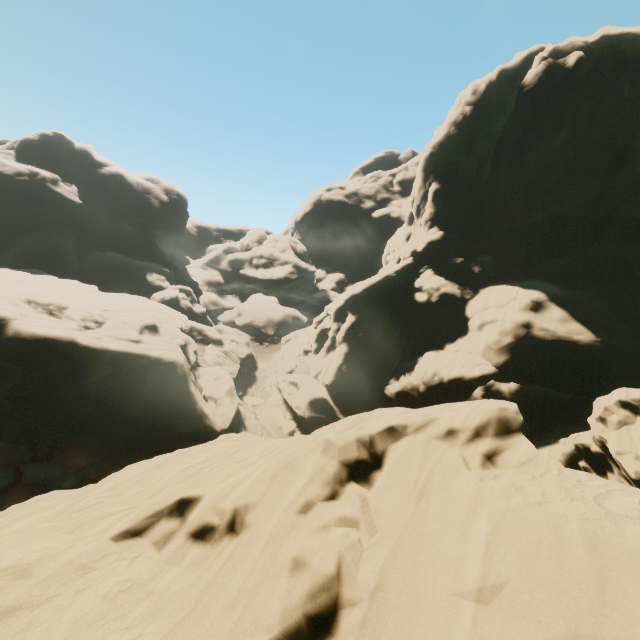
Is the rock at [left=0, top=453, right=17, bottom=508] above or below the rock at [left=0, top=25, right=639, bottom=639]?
below

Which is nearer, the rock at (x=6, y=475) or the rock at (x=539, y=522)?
the rock at (x=539, y=522)

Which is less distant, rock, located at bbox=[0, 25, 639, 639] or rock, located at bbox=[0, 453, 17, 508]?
rock, located at bbox=[0, 25, 639, 639]

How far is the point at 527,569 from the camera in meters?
5.3

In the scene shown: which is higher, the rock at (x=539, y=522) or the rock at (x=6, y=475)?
the rock at (x=539, y=522)
